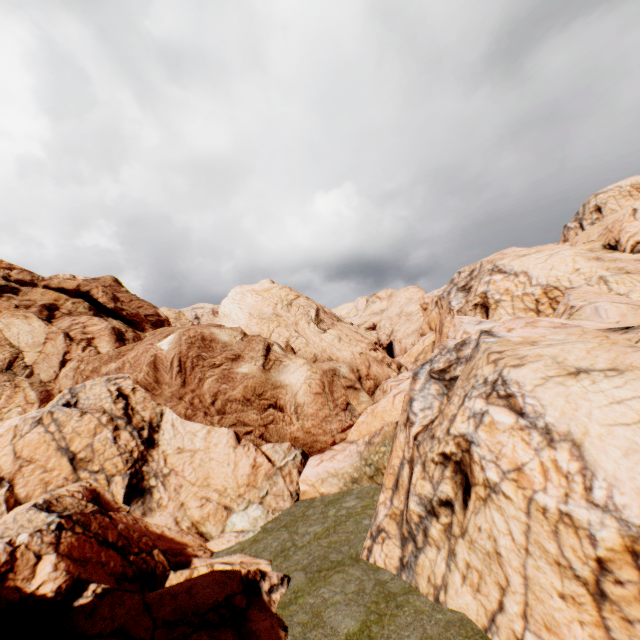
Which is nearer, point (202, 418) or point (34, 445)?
point (34, 445)
